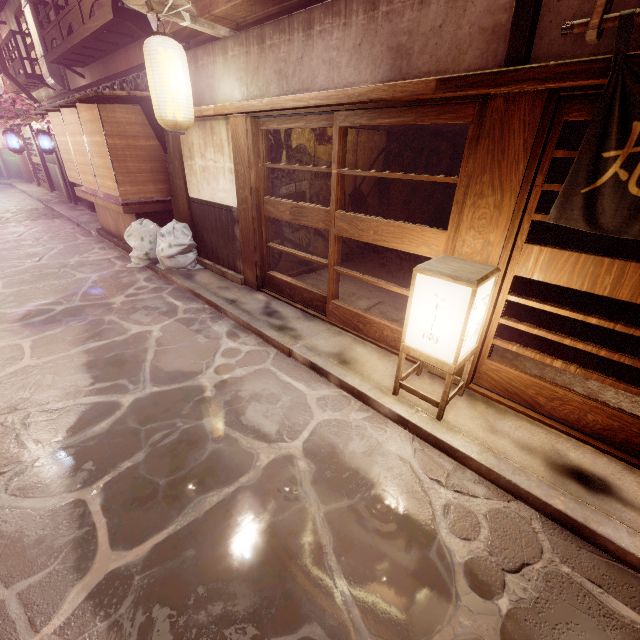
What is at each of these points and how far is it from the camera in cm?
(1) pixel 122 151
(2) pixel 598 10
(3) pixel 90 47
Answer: (1) blind, 1149
(2) wood base, 359
(3) terrace, 1659

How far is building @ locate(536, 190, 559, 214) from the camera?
7.0 meters

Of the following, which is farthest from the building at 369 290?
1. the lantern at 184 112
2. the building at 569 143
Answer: the lantern at 184 112

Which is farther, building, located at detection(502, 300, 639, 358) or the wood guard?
building, located at detection(502, 300, 639, 358)

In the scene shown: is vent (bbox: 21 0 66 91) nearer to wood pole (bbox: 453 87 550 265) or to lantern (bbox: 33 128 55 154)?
lantern (bbox: 33 128 55 154)

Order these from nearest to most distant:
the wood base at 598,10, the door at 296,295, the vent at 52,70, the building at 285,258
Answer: the wood base at 598,10 → the door at 296,295 → the building at 285,258 → the vent at 52,70

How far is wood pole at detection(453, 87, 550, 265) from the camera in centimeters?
461cm

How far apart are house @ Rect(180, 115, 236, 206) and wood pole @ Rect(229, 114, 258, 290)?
0.01m
